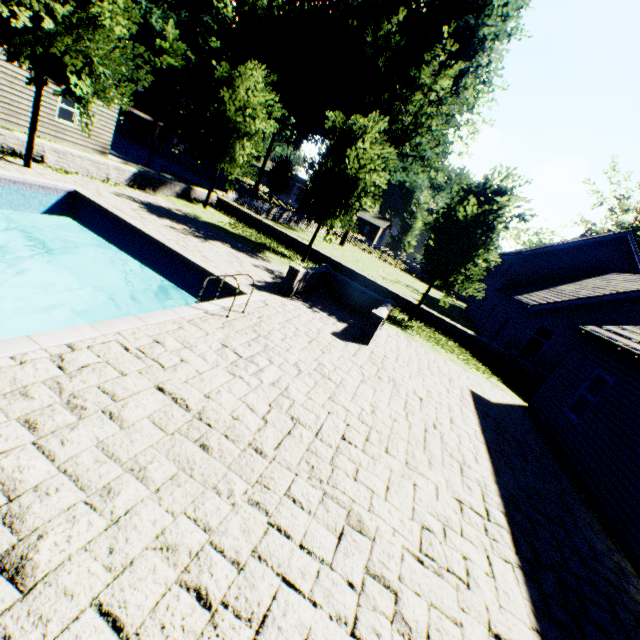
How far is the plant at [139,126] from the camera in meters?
35.4

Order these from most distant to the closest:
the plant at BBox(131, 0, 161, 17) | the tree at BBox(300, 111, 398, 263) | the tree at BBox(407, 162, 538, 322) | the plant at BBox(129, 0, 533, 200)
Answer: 1. the plant at BBox(131, 0, 161, 17)
2. the plant at BBox(129, 0, 533, 200)
3. the tree at BBox(300, 111, 398, 263)
4. the tree at BBox(407, 162, 538, 322)

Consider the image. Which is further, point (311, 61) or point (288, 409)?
point (311, 61)

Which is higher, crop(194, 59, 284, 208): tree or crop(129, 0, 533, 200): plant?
crop(129, 0, 533, 200): plant

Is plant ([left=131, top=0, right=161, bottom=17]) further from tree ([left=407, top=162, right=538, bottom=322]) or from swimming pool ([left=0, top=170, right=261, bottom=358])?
swimming pool ([left=0, top=170, right=261, bottom=358])

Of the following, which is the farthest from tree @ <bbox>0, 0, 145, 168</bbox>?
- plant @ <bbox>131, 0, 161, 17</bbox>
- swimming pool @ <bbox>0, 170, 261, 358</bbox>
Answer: plant @ <bbox>131, 0, 161, 17</bbox>

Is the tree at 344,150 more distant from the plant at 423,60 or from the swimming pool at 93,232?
the plant at 423,60
